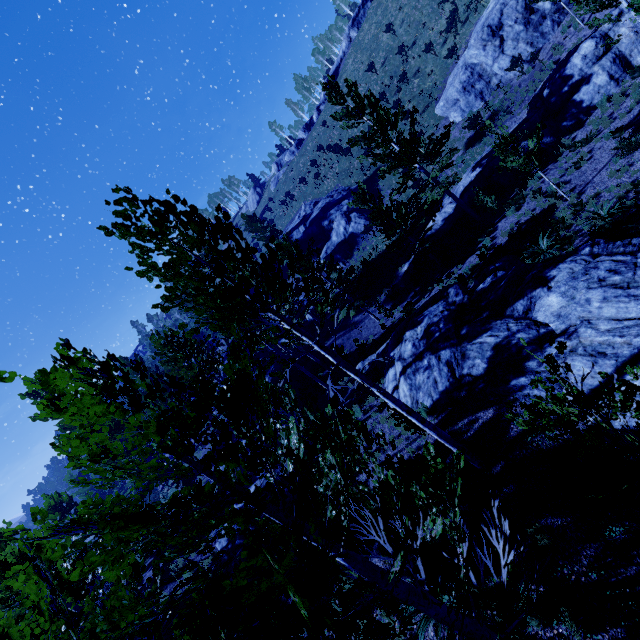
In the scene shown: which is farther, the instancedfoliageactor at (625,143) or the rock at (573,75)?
the rock at (573,75)

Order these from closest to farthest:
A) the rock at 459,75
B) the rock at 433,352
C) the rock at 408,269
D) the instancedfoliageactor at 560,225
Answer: the rock at 433,352, the instancedfoliageactor at 560,225, the rock at 459,75, the rock at 408,269

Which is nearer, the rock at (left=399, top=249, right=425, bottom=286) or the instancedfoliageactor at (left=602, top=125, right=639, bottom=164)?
the instancedfoliageactor at (left=602, top=125, right=639, bottom=164)

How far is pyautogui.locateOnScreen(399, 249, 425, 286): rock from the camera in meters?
23.4 m

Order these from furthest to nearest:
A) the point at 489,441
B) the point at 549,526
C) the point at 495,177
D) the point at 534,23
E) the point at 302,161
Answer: the point at 302,161 < the point at 534,23 < the point at 495,177 < the point at 489,441 < the point at 549,526

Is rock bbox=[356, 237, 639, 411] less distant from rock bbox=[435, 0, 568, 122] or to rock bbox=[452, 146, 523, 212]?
rock bbox=[452, 146, 523, 212]

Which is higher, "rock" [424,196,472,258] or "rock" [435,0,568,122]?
"rock" [435,0,568,122]

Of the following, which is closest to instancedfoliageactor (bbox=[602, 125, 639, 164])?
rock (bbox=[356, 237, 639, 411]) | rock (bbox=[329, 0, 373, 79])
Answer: rock (bbox=[356, 237, 639, 411])
